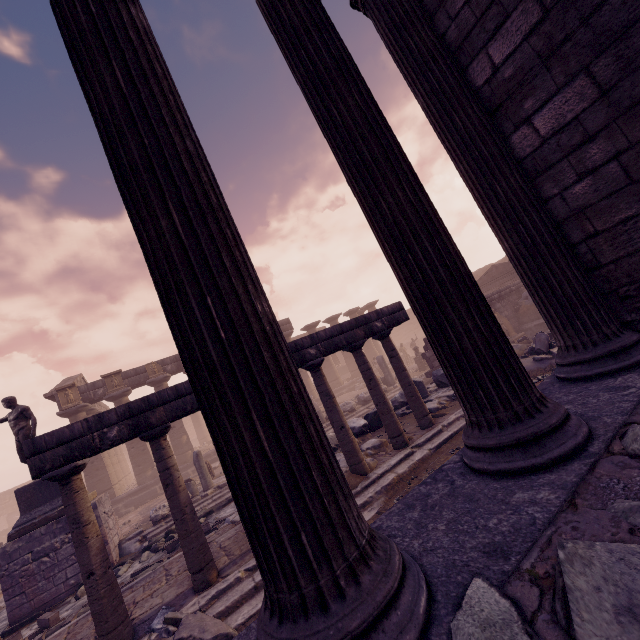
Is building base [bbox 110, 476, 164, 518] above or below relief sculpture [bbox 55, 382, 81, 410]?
below

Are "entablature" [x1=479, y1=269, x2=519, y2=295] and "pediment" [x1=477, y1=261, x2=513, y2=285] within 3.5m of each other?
yes

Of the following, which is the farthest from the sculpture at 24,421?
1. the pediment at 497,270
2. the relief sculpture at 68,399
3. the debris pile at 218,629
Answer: the pediment at 497,270

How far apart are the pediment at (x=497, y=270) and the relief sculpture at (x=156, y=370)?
20.3 meters

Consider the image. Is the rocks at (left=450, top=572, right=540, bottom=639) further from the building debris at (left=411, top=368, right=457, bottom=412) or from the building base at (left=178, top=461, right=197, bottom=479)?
the building base at (left=178, top=461, right=197, bottom=479)

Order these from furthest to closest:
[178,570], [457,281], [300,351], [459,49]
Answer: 1. [300,351]
2. [178,570]
3. [459,49]
4. [457,281]

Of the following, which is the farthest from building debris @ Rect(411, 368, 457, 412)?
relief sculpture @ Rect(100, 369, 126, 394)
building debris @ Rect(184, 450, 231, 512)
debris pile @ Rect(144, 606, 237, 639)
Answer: relief sculpture @ Rect(100, 369, 126, 394)

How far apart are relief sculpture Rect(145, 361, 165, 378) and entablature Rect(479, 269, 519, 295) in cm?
1974
